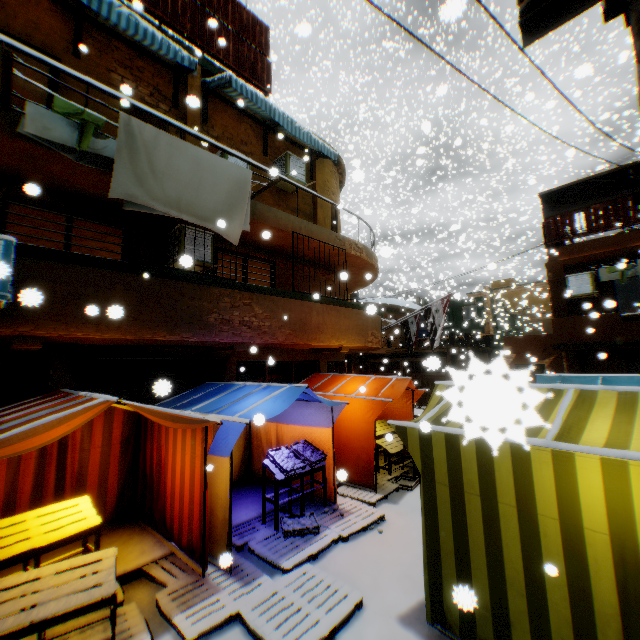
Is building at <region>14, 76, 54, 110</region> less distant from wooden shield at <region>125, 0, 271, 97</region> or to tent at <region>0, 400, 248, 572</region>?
tent at <region>0, 400, 248, 572</region>

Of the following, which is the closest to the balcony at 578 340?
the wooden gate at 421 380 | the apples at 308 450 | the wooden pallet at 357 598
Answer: the wooden gate at 421 380

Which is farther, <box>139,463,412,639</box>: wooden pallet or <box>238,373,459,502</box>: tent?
<box>238,373,459,502</box>: tent

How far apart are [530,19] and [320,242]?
8.5m

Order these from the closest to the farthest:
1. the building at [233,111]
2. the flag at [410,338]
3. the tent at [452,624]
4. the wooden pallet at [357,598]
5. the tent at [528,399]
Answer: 1. the tent at [528,399]
2. the tent at [452,624]
3. the wooden pallet at [357,598]
4. the building at [233,111]
5. the flag at [410,338]

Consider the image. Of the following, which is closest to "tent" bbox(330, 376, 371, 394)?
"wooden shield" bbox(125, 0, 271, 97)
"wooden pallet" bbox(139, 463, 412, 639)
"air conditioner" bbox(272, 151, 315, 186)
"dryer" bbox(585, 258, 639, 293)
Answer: "wooden pallet" bbox(139, 463, 412, 639)

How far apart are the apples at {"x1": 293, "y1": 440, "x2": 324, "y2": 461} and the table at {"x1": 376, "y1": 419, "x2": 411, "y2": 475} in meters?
2.5

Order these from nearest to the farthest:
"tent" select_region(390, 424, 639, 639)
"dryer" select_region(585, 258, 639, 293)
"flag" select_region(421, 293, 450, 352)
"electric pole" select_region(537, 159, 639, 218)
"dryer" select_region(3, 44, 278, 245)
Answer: "electric pole" select_region(537, 159, 639, 218), "tent" select_region(390, 424, 639, 639), "dryer" select_region(3, 44, 278, 245), "dryer" select_region(585, 258, 639, 293), "flag" select_region(421, 293, 450, 352)
